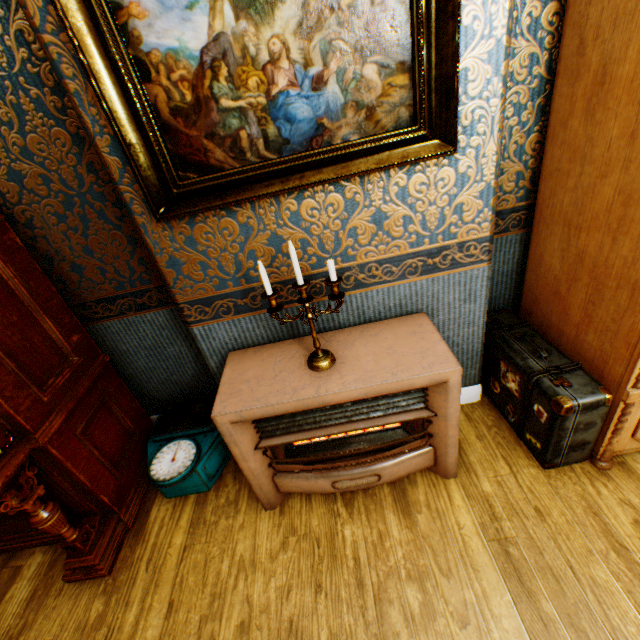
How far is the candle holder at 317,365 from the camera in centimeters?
141cm

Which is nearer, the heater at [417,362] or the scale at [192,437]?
the heater at [417,362]

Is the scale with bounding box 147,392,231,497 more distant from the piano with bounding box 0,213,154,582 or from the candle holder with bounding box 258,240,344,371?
the candle holder with bounding box 258,240,344,371

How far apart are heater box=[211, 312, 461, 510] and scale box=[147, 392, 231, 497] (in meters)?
0.28

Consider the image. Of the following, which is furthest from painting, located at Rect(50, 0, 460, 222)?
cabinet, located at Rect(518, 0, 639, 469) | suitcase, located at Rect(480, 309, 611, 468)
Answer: suitcase, located at Rect(480, 309, 611, 468)

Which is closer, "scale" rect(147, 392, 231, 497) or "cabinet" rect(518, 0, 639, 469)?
"cabinet" rect(518, 0, 639, 469)

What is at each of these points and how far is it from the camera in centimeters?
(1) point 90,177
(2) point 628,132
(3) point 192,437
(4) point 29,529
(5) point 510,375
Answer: (1) building, 173cm
(2) cabinet, 126cm
(3) scale, 229cm
(4) piano, 210cm
(5) suitcase, 197cm

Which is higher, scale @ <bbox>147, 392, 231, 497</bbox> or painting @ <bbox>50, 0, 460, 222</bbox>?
painting @ <bbox>50, 0, 460, 222</bbox>
